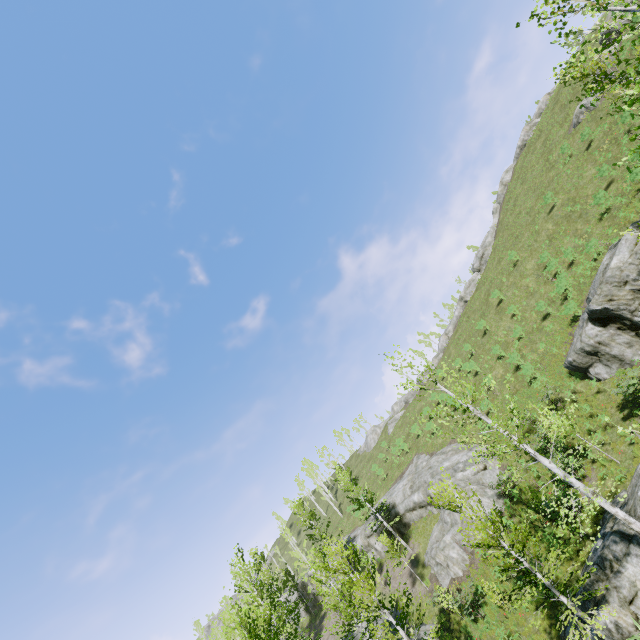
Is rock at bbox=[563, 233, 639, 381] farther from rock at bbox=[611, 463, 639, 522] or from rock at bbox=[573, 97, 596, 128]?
rock at bbox=[573, 97, 596, 128]

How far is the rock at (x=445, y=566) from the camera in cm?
2258

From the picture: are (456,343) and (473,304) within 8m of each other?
yes

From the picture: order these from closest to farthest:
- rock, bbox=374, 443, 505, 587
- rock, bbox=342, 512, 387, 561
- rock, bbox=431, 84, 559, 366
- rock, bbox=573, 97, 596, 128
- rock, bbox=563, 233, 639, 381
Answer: rock, bbox=563, 233, 639, 381 < rock, bbox=374, 443, 505, 587 < rock, bbox=573, 97, 596, 128 < rock, bbox=342, 512, 387, 561 < rock, bbox=431, 84, 559, 366

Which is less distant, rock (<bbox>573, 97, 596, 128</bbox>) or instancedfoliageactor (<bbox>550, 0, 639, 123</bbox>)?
instancedfoliageactor (<bbox>550, 0, 639, 123</bbox>)

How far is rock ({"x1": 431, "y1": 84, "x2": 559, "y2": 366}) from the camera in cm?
4766

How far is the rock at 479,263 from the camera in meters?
47.7

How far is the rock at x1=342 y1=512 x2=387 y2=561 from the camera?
32.0m
